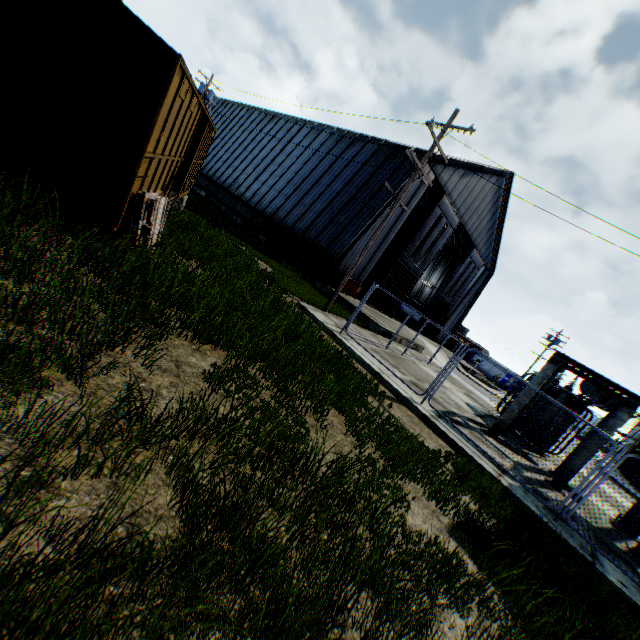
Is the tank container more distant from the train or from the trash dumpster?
the train

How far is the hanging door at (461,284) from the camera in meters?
33.4

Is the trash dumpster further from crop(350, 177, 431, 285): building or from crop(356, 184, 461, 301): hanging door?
crop(356, 184, 461, 301): hanging door

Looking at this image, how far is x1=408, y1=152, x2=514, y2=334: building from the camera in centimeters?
2447cm

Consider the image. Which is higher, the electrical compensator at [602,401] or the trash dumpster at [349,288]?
the electrical compensator at [602,401]

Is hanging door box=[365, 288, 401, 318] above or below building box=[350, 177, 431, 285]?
below

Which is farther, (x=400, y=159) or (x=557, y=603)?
(x=400, y=159)
